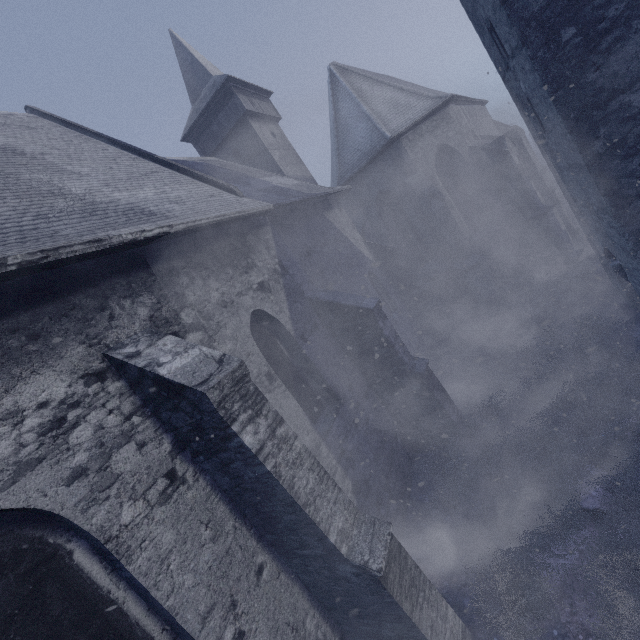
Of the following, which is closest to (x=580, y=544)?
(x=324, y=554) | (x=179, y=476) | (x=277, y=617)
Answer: (x=324, y=554)
